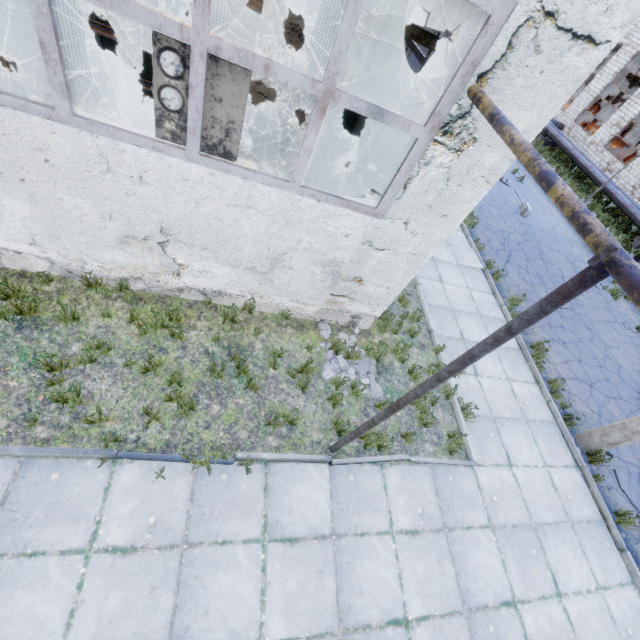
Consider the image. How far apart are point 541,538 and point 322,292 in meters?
6.0 m

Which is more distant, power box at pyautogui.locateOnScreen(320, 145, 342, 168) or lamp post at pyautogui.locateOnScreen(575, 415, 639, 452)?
power box at pyautogui.locateOnScreen(320, 145, 342, 168)

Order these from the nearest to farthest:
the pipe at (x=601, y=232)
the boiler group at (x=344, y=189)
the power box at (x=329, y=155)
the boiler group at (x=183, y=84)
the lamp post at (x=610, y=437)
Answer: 1. the pipe at (x=601, y=232)
2. the boiler group at (x=183, y=84)
3. the boiler group at (x=344, y=189)
4. the lamp post at (x=610, y=437)
5. the power box at (x=329, y=155)

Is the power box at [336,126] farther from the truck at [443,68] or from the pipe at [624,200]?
the pipe at [624,200]

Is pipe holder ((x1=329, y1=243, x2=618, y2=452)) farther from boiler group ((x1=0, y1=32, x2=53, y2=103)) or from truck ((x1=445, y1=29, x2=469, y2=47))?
truck ((x1=445, y1=29, x2=469, y2=47))

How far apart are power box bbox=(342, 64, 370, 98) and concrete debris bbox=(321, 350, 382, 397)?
6.25m

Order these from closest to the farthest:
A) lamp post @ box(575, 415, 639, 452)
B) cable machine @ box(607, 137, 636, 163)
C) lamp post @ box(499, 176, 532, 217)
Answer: lamp post @ box(575, 415, 639, 452), lamp post @ box(499, 176, 532, 217), cable machine @ box(607, 137, 636, 163)

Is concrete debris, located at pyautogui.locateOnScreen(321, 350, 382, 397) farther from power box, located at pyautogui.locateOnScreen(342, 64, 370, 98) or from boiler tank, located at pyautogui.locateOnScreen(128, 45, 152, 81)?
boiler tank, located at pyautogui.locateOnScreen(128, 45, 152, 81)
